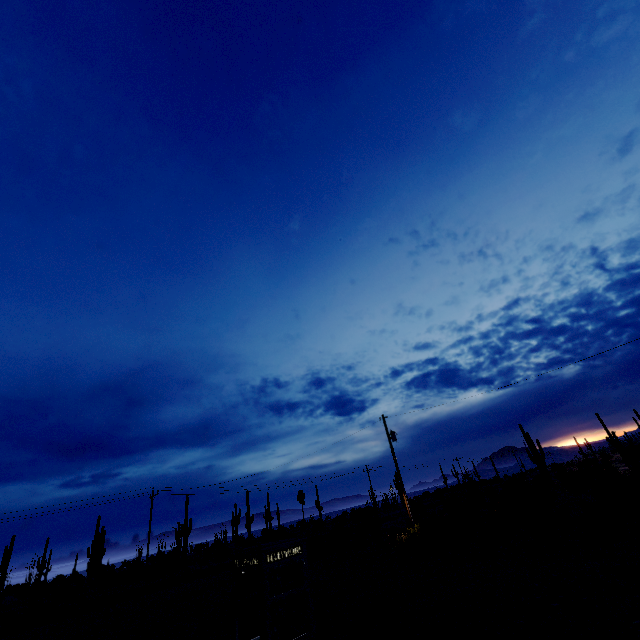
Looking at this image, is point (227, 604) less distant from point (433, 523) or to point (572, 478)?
point (433, 523)
